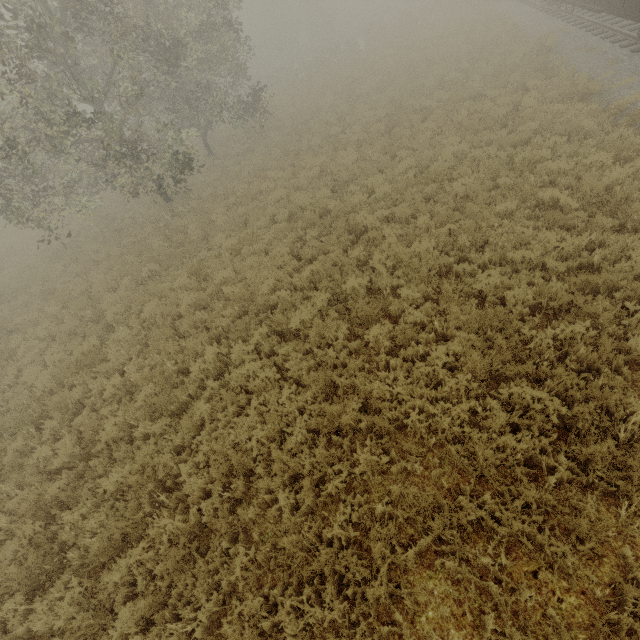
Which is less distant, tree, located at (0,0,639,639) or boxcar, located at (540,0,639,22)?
tree, located at (0,0,639,639)

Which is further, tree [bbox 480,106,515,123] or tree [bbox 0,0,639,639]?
tree [bbox 480,106,515,123]

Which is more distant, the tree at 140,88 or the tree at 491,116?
the tree at 491,116

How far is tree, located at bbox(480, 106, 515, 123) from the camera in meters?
11.9 m

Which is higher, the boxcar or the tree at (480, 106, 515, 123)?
the boxcar

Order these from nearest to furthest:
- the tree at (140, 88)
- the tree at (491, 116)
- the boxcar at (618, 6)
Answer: the tree at (140, 88), the boxcar at (618, 6), the tree at (491, 116)

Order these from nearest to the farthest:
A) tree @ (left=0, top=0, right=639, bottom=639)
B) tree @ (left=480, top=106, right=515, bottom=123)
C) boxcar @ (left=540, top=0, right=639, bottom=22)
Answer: tree @ (left=0, top=0, right=639, bottom=639) < boxcar @ (left=540, top=0, right=639, bottom=22) < tree @ (left=480, top=106, right=515, bottom=123)

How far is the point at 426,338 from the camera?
6.4m
